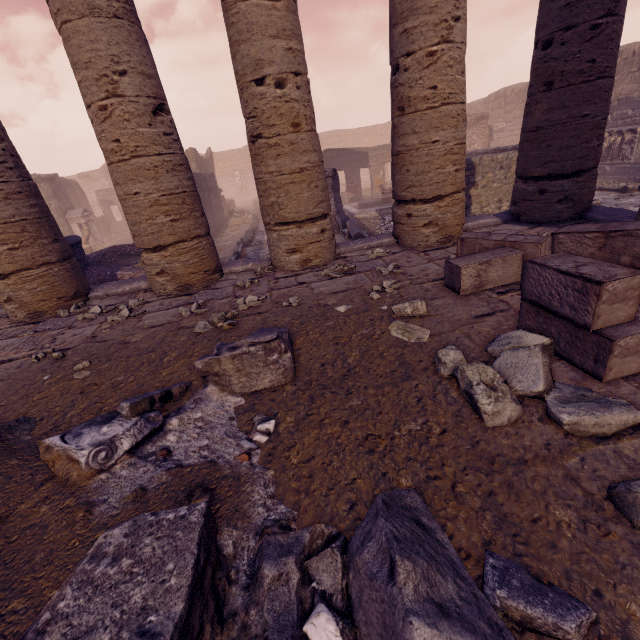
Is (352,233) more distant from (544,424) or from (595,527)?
(595,527)

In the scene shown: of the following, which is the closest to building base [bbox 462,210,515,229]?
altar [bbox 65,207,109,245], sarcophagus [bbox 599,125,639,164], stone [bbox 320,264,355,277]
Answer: stone [bbox 320,264,355,277]

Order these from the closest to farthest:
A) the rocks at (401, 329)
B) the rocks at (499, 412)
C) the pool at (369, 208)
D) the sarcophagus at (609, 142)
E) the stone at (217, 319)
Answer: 1. the rocks at (499, 412)
2. the rocks at (401, 329)
3. the stone at (217, 319)
4. the sarcophagus at (609, 142)
5. the pool at (369, 208)

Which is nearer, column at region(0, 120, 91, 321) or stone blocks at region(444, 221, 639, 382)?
stone blocks at region(444, 221, 639, 382)

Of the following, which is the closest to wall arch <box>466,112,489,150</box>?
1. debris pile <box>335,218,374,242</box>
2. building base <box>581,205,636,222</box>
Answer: debris pile <box>335,218,374,242</box>

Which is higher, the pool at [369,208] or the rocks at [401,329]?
the rocks at [401,329]

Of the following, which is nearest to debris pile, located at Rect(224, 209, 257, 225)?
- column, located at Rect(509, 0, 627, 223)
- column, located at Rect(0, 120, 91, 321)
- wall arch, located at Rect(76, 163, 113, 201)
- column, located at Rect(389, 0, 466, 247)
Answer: column, located at Rect(0, 120, 91, 321)

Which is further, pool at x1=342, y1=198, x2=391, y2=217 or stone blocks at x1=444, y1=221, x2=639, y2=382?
pool at x1=342, y1=198, x2=391, y2=217
